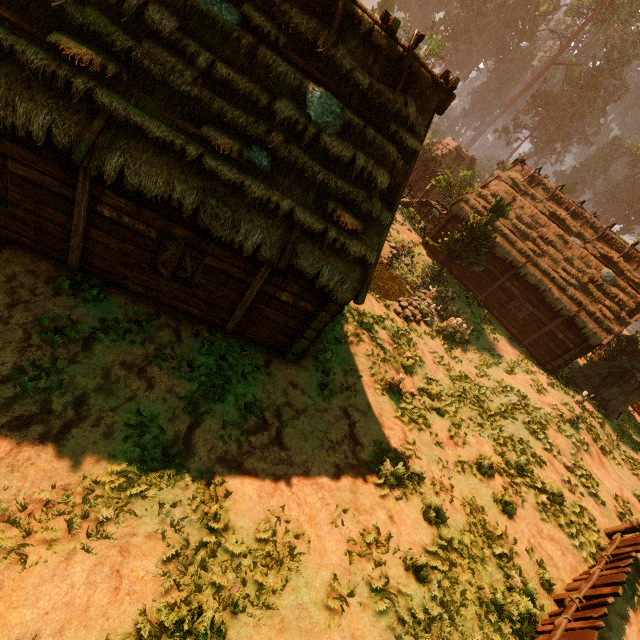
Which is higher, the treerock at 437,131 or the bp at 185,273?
the treerock at 437,131

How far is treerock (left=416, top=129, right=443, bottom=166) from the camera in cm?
3353

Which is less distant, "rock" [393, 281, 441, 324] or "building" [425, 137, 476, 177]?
"rock" [393, 281, 441, 324]

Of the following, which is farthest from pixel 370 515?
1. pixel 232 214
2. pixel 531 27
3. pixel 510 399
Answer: pixel 531 27

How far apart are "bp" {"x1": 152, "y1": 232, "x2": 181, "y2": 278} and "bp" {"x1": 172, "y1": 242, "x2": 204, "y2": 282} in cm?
23

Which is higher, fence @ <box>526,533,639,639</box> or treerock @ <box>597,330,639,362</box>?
treerock @ <box>597,330,639,362</box>

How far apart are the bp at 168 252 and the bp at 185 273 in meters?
0.2 m
